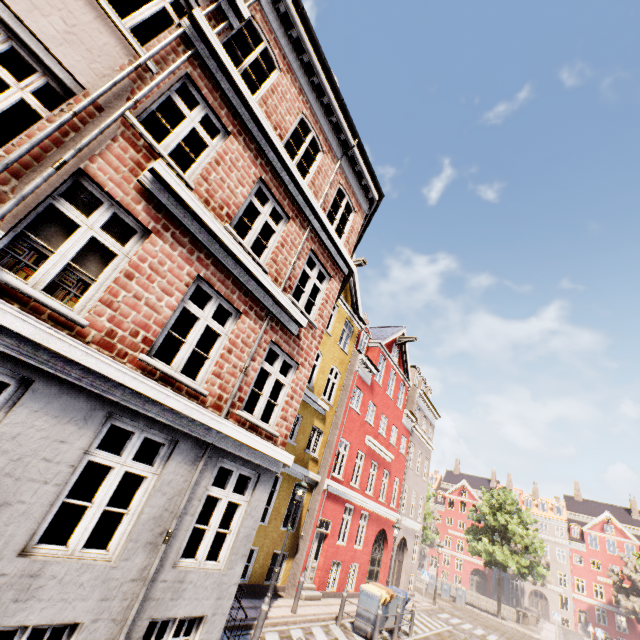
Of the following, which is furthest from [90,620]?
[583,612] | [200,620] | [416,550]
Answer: [583,612]

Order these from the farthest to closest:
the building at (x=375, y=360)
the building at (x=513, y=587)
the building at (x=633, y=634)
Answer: the building at (x=513, y=587) → the building at (x=633, y=634) → the building at (x=375, y=360)

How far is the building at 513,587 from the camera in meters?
48.2 m

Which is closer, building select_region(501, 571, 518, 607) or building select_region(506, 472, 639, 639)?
building select_region(506, 472, 639, 639)

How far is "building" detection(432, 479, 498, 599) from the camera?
50.8m

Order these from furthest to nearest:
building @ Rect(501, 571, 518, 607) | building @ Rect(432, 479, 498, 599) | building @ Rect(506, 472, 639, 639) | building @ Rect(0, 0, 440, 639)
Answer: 1. building @ Rect(432, 479, 498, 599)
2. building @ Rect(501, 571, 518, 607)
3. building @ Rect(506, 472, 639, 639)
4. building @ Rect(0, 0, 440, 639)

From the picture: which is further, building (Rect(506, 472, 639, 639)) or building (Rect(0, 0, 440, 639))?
building (Rect(506, 472, 639, 639))
